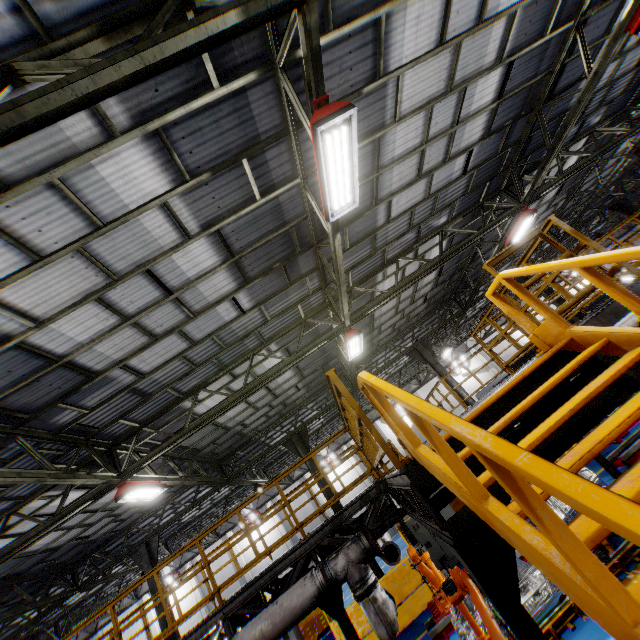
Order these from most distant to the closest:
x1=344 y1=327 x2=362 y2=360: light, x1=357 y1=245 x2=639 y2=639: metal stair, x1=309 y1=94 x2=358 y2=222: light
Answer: x1=344 y1=327 x2=362 y2=360: light < x1=309 y1=94 x2=358 y2=222: light < x1=357 y1=245 x2=639 y2=639: metal stair

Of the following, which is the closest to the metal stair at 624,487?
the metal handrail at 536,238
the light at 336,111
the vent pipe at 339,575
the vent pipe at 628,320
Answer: the metal handrail at 536,238

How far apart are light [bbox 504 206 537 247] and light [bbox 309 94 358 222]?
8.7m

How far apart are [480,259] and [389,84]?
12.73m

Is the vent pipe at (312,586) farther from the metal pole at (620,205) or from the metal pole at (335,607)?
the metal pole at (620,205)

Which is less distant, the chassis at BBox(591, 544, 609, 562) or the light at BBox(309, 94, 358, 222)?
the light at BBox(309, 94, 358, 222)

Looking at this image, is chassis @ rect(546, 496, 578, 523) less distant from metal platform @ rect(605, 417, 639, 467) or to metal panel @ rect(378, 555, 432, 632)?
metal platform @ rect(605, 417, 639, 467)

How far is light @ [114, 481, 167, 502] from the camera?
8.60m
